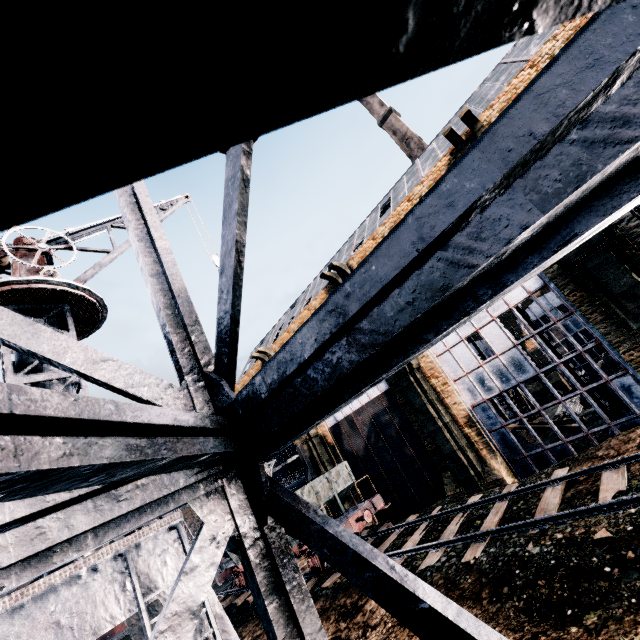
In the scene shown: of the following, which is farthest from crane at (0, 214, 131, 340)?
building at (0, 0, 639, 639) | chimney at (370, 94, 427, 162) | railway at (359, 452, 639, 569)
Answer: chimney at (370, 94, 427, 162)

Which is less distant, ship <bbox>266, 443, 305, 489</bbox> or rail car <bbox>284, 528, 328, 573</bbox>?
rail car <bbox>284, 528, 328, 573</bbox>

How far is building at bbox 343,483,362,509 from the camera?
26.1m

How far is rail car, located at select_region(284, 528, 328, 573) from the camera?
16.16m

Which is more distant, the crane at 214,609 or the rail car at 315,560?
the rail car at 315,560

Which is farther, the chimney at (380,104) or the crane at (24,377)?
the chimney at (380,104)

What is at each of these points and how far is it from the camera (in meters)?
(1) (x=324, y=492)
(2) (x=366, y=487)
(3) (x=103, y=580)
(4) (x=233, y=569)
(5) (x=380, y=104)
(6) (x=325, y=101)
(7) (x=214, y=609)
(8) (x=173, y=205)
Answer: (1) rail car, 18.03
(2) building, 25.80
(3) crane, 5.25
(4) rail car, 21.61
(5) chimney, 58.59
(6) building, 0.36
(7) crane, 5.69
(8) crane, 14.16

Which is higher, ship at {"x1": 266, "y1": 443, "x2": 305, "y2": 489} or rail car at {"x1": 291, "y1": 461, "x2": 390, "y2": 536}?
ship at {"x1": 266, "y1": 443, "x2": 305, "y2": 489}
